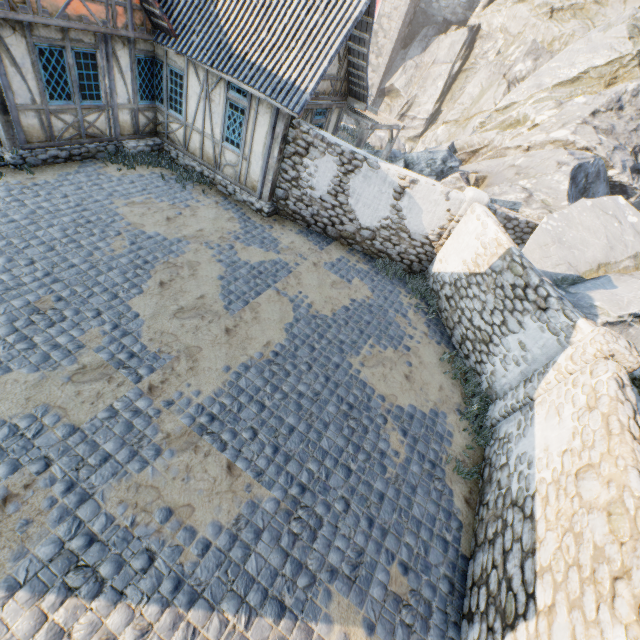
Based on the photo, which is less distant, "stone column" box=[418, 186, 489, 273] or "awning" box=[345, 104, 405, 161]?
"stone column" box=[418, 186, 489, 273]

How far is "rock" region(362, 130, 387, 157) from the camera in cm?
1931

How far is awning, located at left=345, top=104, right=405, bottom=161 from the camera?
12.5 meters

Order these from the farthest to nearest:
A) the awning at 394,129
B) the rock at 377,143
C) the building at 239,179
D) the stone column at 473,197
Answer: the rock at 377,143 < the awning at 394,129 < the stone column at 473,197 < the building at 239,179

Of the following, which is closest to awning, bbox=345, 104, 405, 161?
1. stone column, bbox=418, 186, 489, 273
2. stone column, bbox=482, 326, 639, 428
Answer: stone column, bbox=418, 186, 489, 273

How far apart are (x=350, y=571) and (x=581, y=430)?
4.17m

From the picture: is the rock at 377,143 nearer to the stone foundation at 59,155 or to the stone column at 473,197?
the stone column at 473,197

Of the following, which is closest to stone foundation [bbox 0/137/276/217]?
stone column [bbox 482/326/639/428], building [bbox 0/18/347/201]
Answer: building [bbox 0/18/347/201]
